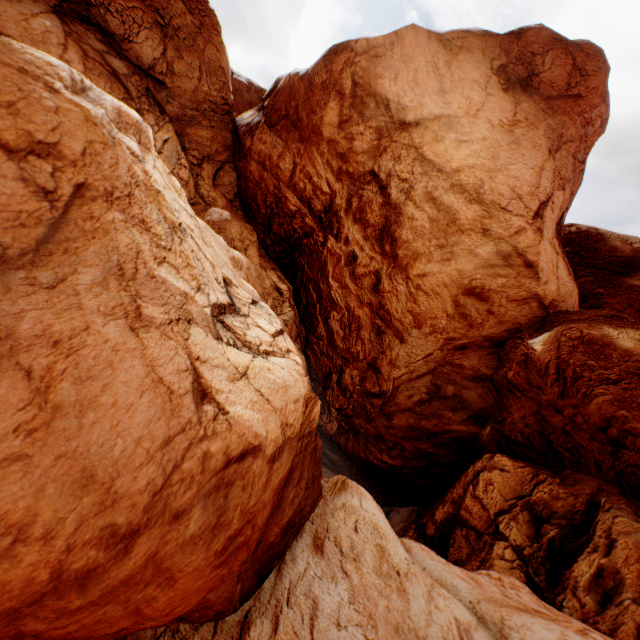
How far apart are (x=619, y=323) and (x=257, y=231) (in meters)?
19.08
